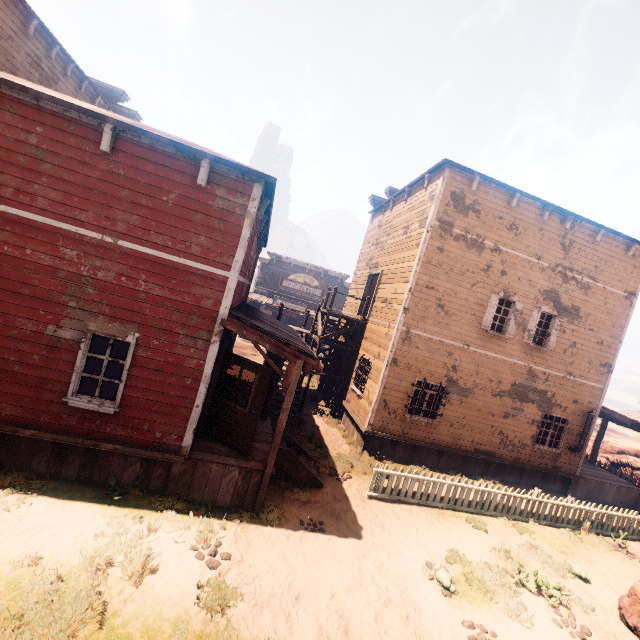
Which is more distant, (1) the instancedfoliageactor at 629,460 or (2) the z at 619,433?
(2) the z at 619,433

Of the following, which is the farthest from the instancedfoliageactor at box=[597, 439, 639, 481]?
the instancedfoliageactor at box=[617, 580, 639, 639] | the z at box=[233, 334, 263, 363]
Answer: the instancedfoliageactor at box=[617, 580, 639, 639]

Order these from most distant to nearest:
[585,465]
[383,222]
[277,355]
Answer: [383,222]
[585,465]
[277,355]

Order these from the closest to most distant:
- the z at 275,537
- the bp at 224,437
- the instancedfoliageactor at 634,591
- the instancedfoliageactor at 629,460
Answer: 1. the z at 275,537
2. the instancedfoliageactor at 634,591
3. the bp at 224,437
4. the instancedfoliageactor at 629,460

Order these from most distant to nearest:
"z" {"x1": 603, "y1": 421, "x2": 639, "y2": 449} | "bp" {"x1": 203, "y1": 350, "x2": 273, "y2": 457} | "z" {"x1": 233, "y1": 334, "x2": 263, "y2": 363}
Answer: "z" {"x1": 603, "y1": 421, "x2": 639, "y2": 449}, "z" {"x1": 233, "y1": 334, "x2": 263, "y2": 363}, "bp" {"x1": 203, "y1": 350, "x2": 273, "y2": 457}

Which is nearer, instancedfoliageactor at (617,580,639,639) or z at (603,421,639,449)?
instancedfoliageactor at (617,580,639,639)

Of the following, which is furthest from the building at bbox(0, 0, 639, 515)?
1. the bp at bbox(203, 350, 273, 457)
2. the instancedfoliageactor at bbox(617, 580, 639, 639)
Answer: the instancedfoliageactor at bbox(617, 580, 639, 639)

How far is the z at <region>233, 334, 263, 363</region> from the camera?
22.81m
